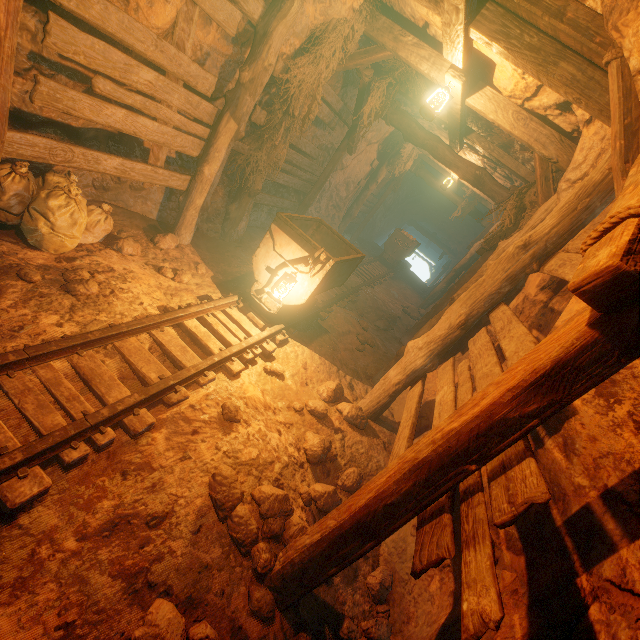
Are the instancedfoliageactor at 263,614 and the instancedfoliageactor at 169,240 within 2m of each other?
no

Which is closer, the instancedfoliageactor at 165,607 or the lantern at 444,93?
the instancedfoliageactor at 165,607

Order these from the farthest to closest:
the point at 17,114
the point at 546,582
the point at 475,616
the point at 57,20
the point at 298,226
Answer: the point at 298,226 < the point at 17,114 < the point at 57,20 < the point at 546,582 < the point at 475,616

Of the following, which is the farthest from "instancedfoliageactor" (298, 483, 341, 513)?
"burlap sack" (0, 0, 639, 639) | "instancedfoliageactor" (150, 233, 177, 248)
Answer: "instancedfoliageactor" (150, 233, 177, 248)

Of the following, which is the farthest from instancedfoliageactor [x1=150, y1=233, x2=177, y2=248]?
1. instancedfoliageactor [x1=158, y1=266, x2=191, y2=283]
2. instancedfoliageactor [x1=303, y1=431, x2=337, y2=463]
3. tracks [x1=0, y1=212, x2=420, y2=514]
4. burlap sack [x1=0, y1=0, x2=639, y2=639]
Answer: instancedfoliageactor [x1=303, y1=431, x2=337, y2=463]

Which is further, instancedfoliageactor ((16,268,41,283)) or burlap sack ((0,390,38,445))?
instancedfoliageactor ((16,268,41,283))

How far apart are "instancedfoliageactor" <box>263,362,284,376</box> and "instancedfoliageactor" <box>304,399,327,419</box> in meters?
0.5

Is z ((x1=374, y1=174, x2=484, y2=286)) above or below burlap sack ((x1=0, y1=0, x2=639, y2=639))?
above
